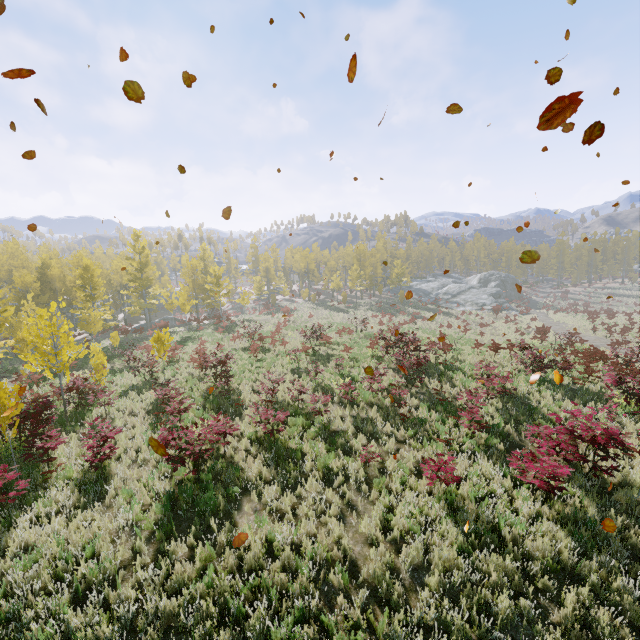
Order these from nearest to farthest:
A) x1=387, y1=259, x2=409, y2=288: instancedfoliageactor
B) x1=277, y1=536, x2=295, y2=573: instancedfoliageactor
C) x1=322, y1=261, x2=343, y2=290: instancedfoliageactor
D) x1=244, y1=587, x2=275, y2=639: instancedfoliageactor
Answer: x1=244, y1=587, x2=275, y2=639: instancedfoliageactor < x1=277, y1=536, x2=295, y2=573: instancedfoliageactor < x1=387, y1=259, x2=409, y2=288: instancedfoliageactor < x1=322, y1=261, x2=343, y2=290: instancedfoliageactor

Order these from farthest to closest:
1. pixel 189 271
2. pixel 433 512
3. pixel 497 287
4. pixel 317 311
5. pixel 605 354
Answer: pixel 497 287
pixel 317 311
pixel 189 271
pixel 605 354
pixel 433 512

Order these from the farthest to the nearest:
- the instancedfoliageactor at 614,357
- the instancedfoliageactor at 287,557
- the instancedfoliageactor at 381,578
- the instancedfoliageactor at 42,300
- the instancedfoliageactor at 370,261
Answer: the instancedfoliageactor at 370,261
the instancedfoliageactor at 614,357
the instancedfoliageactor at 42,300
the instancedfoliageactor at 287,557
the instancedfoliageactor at 381,578

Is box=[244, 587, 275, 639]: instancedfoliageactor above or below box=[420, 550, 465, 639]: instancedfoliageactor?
above

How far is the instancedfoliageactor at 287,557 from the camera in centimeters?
595cm

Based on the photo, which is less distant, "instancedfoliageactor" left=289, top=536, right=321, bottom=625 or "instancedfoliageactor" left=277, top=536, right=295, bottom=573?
"instancedfoliageactor" left=289, top=536, right=321, bottom=625
